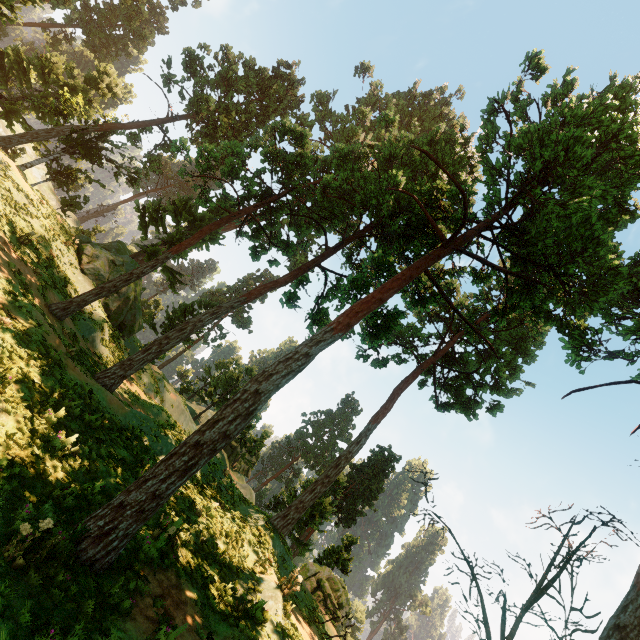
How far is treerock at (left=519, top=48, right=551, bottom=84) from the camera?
12.4m

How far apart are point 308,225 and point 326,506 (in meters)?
28.57

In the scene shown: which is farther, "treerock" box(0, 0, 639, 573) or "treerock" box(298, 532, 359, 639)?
"treerock" box(298, 532, 359, 639)

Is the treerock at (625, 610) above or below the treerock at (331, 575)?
above

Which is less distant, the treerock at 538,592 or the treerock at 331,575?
the treerock at 538,592
